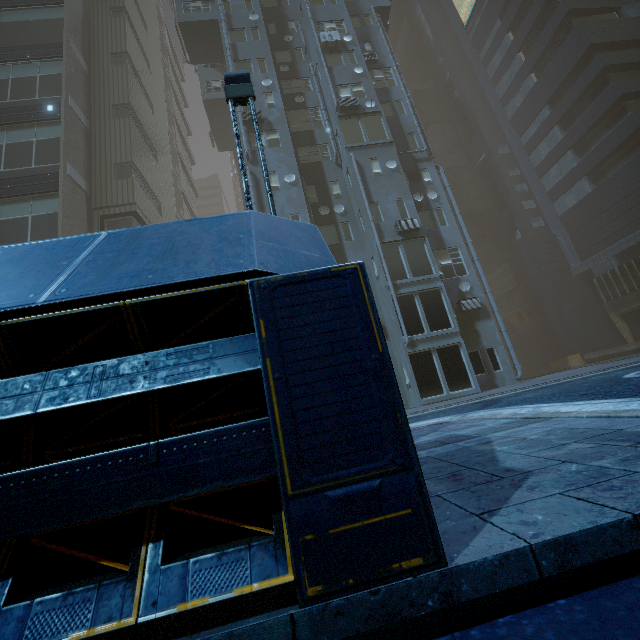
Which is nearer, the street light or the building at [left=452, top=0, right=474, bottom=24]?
the street light

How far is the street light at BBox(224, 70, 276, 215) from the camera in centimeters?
459cm

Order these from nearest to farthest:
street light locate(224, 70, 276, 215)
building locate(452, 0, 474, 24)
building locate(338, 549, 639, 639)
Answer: building locate(338, 549, 639, 639), street light locate(224, 70, 276, 215), building locate(452, 0, 474, 24)

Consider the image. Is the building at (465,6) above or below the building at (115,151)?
above

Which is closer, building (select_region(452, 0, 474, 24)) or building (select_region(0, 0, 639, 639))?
building (select_region(0, 0, 639, 639))

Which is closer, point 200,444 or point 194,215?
point 200,444

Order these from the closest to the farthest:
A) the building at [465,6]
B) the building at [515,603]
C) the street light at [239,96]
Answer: the building at [515,603], the street light at [239,96], the building at [465,6]
